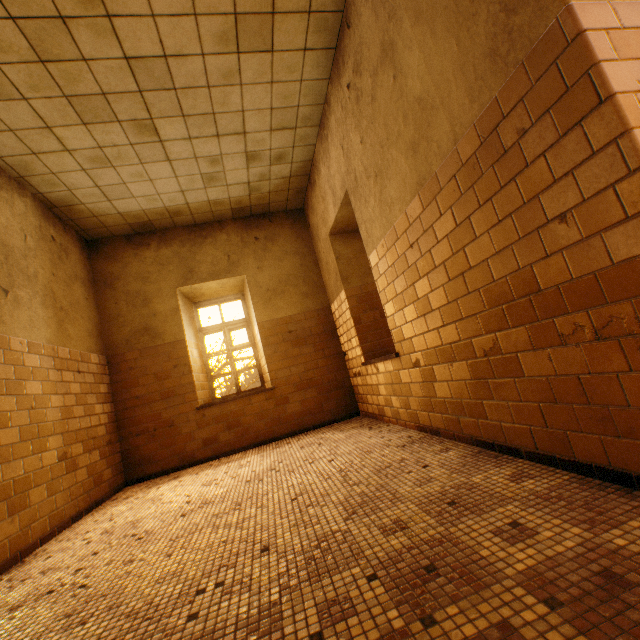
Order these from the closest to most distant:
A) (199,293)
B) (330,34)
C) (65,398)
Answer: (330,34)
(65,398)
(199,293)
